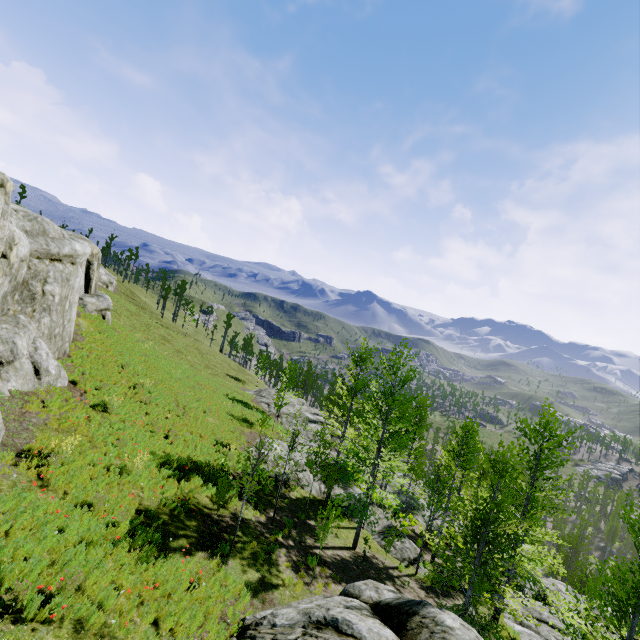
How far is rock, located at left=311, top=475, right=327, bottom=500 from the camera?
21.55m

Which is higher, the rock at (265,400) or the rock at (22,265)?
the rock at (22,265)

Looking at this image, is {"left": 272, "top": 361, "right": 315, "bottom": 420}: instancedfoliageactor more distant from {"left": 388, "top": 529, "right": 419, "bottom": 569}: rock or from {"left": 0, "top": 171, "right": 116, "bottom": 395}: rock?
{"left": 388, "top": 529, "right": 419, "bottom": 569}: rock

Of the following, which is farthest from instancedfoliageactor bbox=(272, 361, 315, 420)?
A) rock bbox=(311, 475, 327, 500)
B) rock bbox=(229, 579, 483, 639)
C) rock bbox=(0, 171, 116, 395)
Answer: rock bbox=(229, 579, 483, 639)

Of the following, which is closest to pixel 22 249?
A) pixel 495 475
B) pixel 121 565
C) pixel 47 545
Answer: pixel 47 545

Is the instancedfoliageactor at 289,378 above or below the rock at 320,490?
above

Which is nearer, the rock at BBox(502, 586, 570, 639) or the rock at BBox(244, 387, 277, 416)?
the rock at BBox(502, 586, 570, 639)
